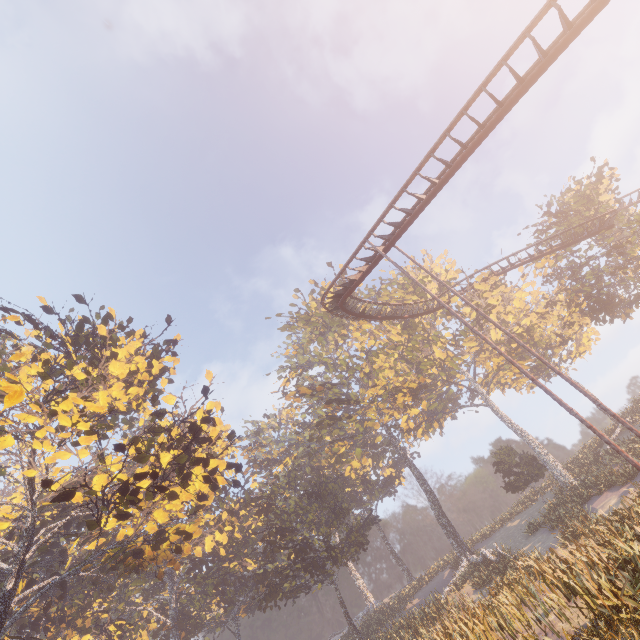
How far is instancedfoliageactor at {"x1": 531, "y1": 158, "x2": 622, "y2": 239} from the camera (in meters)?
31.19

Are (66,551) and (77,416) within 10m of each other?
no

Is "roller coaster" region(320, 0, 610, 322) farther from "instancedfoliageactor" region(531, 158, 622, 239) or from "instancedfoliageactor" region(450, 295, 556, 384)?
"instancedfoliageactor" region(531, 158, 622, 239)

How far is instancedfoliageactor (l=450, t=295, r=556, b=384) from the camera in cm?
3662

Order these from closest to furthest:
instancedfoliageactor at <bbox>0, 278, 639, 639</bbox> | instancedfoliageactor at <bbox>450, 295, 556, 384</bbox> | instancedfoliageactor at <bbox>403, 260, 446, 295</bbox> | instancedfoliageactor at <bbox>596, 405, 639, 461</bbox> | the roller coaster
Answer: the roller coaster
instancedfoliageactor at <bbox>0, 278, 639, 639</bbox>
instancedfoliageactor at <bbox>596, 405, 639, 461</bbox>
instancedfoliageactor at <bbox>450, 295, 556, 384</bbox>
instancedfoliageactor at <bbox>403, 260, 446, 295</bbox>

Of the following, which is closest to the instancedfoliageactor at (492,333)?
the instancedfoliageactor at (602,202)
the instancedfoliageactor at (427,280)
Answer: the instancedfoliageactor at (602,202)

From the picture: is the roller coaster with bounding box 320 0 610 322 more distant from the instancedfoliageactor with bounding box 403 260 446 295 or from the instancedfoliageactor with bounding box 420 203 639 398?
the instancedfoliageactor with bounding box 403 260 446 295

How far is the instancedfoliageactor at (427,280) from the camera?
40.7m
